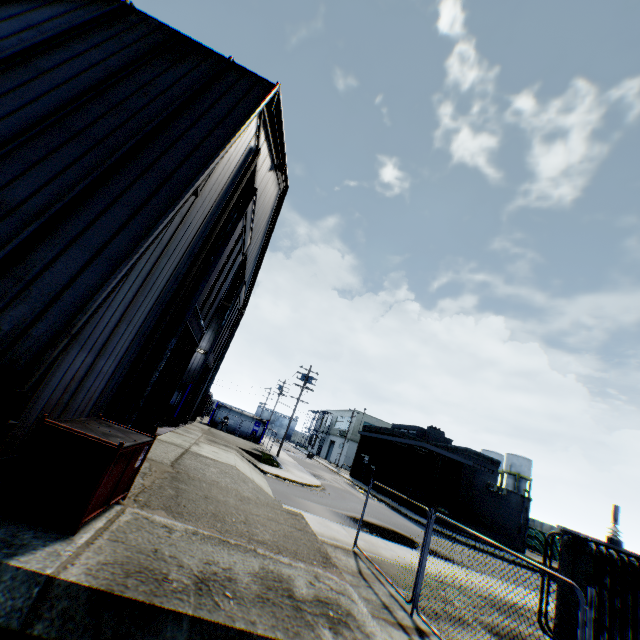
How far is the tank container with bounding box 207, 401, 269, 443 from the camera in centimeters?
3912cm

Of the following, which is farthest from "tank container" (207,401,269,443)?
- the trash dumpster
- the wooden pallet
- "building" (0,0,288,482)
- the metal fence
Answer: the trash dumpster

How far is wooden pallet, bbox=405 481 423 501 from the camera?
30.9 meters

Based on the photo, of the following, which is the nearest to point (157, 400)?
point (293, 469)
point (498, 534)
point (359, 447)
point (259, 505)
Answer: point (259, 505)

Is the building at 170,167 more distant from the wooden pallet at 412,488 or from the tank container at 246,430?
the wooden pallet at 412,488

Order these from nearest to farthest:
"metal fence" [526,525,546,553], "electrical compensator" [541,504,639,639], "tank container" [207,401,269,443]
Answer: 1. "electrical compensator" [541,504,639,639]
2. "metal fence" [526,525,546,553]
3. "tank container" [207,401,269,443]

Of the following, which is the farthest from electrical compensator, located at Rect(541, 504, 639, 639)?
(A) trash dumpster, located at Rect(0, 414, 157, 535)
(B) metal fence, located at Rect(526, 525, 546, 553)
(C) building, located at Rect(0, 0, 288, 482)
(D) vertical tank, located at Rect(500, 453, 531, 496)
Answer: (D) vertical tank, located at Rect(500, 453, 531, 496)

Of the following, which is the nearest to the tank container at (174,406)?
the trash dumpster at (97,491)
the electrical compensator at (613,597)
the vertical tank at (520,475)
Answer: the trash dumpster at (97,491)
